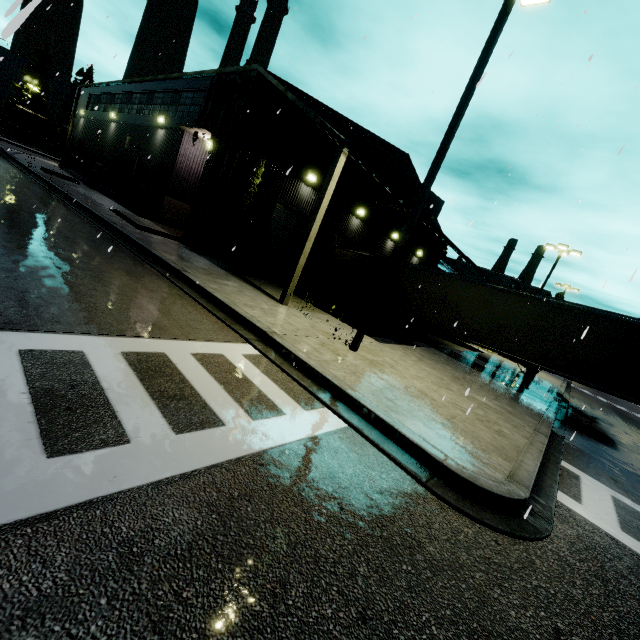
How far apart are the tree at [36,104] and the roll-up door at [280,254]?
64.40m

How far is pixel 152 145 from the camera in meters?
18.7

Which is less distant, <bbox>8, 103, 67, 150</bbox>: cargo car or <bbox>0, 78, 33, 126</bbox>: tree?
<bbox>8, 103, 67, 150</bbox>: cargo car

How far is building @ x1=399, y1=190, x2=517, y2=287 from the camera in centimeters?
1928cm

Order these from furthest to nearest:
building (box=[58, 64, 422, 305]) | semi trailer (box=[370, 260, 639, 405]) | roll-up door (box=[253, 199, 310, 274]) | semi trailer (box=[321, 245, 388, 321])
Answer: semi trailer (box=[321, 245, 388, 321]) < roll-up door (box=[253, 199, 310, 274]) < building (box=[58, 64, 422, 305]) < semi trailer (box=[370, 260, 639, 405])

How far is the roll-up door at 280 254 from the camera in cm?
1664

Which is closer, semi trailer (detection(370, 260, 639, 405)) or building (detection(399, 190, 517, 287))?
semi trailer (detection(370, 260, 639, 405))
